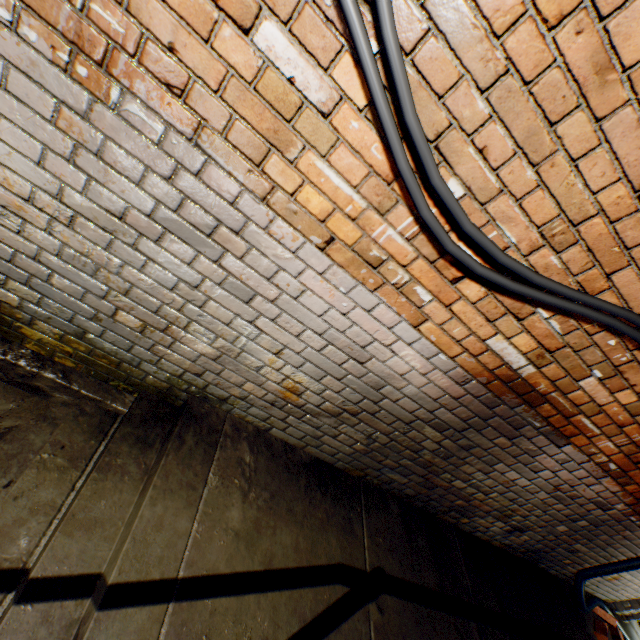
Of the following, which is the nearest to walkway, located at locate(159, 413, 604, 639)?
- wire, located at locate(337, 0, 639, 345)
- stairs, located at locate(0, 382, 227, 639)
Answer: stairs, located at locate(0, 382, 227, 639)

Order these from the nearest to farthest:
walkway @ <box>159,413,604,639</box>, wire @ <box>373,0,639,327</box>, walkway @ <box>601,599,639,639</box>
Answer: wire @ <box>373,0,639,327</box>, walkway @ <box>159,413,604,639</box>, walkway @ <box>601,599,639,639</box>

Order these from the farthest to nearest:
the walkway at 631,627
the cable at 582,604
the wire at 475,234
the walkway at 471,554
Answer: the walkway at 631,627
the cable at 582,604
the walkway at 471,554
the wire at 475,234

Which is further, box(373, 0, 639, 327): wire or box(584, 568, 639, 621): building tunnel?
box(584, 568, 639, 621): building tunnel

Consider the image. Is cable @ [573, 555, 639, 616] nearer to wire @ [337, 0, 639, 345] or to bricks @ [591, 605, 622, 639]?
bricks @ [591, 605, 622, 639]

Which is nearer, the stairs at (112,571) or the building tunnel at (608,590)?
the stairs at (112,571)

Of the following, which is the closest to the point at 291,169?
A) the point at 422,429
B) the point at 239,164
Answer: the point at 239,164

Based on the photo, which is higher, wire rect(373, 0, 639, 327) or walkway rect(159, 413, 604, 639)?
wire rect(373, 0, 639, 327)
